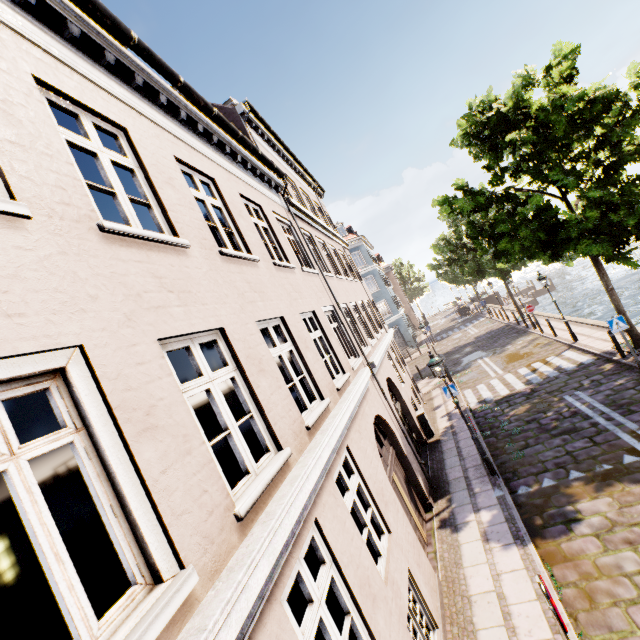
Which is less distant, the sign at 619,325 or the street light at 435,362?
the street light at 435,362

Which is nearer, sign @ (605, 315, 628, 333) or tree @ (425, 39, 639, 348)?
tree @ (425, 39, 639, 348)

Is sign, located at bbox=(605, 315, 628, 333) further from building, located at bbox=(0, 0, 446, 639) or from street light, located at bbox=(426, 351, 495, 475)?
building, located at bbox=(0, 0, 446, 639)

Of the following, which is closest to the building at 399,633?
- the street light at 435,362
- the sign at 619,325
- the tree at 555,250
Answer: the tree at 555,250

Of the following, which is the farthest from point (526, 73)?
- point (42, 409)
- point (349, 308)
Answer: point (42, 409)

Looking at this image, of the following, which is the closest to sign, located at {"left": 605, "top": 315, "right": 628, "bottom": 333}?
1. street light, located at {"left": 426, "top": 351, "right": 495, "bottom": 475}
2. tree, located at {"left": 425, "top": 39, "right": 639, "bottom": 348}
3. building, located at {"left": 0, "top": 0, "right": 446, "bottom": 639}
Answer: tree, located at {"left": 425, "top": 39, "right": 639, "bottom": 348}

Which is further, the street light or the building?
the street light
